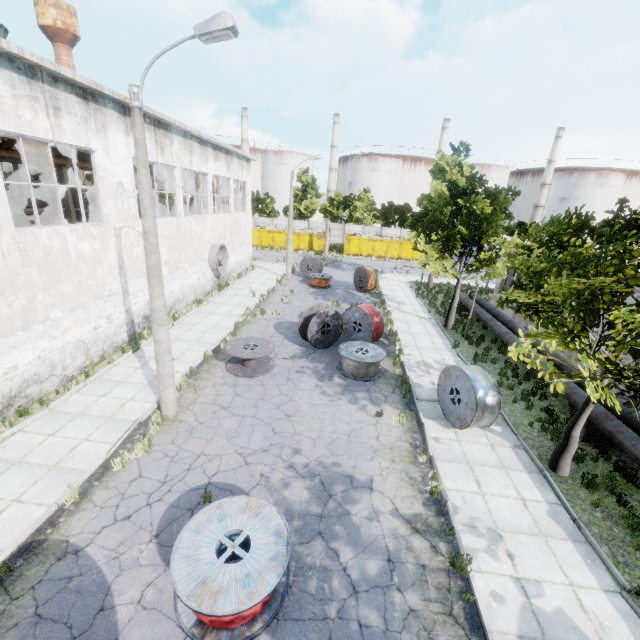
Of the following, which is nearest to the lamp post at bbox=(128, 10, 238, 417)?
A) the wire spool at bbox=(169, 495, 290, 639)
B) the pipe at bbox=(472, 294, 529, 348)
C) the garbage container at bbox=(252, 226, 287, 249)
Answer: the wire spool at bbox=(169, 495, 290, 639)

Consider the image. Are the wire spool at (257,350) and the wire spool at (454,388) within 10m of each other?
yes

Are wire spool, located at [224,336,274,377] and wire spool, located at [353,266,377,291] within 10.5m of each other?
no

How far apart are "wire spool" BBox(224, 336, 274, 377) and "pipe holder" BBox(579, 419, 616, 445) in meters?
11.0 m

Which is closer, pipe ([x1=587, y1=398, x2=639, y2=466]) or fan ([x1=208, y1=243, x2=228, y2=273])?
pipe ([x1=587, y1=398, x2=639, y2=466])

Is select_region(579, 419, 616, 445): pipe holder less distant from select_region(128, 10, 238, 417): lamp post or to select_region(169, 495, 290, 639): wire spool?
select_region(169, 495, 290, 639): wire spool

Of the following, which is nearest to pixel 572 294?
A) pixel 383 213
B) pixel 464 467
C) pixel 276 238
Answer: pixel 464 467

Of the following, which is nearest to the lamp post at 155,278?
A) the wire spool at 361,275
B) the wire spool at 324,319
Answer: the wire spool at 324,319
